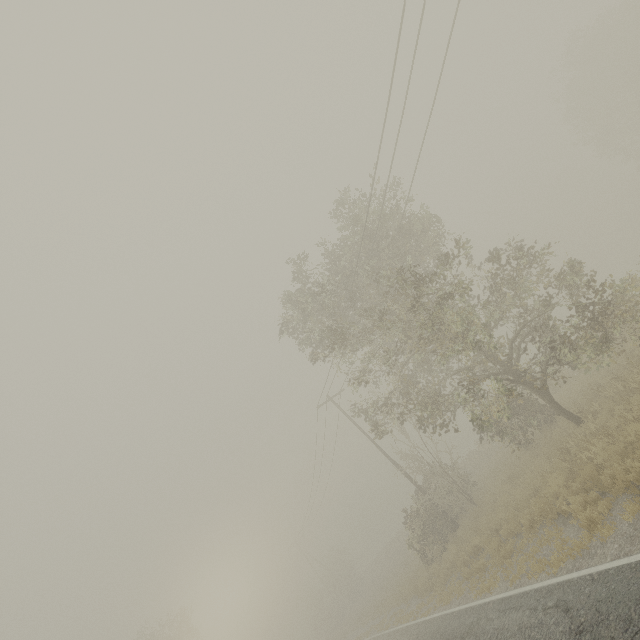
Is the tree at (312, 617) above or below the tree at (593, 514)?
above

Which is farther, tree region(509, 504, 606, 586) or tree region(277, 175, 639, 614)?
tree region(277, 175, 639, 614)

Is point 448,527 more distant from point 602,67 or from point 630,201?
point 630,201

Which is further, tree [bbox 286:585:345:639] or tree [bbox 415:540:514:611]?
tree [bbox 286:585:345:639]

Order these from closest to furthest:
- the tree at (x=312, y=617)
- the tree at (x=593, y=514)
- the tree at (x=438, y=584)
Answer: the tree at (x=593, y=514), the tree at (x=438, y=584), the tree at (x=312, y=617)

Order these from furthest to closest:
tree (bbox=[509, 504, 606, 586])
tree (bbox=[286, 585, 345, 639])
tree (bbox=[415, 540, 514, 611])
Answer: tree (bbox=[286, 585, 345, 639]) < tree (bbox=[415, 540, 514, 611]) < tree (bbox=[509, 504, 606, 586])

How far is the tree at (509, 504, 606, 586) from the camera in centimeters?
784cm
